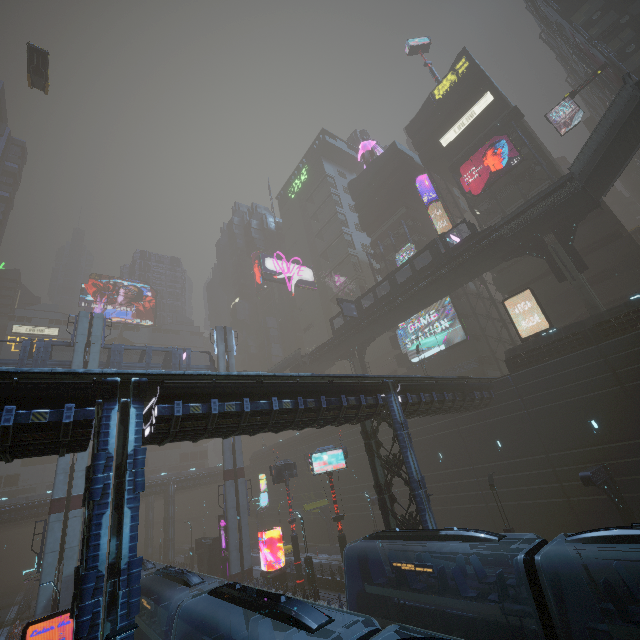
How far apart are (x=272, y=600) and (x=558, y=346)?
25.2m

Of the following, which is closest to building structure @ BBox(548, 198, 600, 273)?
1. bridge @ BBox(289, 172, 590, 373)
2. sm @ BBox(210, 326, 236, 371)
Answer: bridge @ BBox(289, 172, 590, 373)

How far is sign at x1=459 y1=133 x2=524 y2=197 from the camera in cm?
3644

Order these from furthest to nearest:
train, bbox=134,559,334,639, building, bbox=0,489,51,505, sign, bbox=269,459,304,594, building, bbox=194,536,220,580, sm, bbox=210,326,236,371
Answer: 1. building, bbox=0,489,51,505
2. sm, bbox=210,326,236,371
3. building, bbox=194,536,220,580
4. sign, bbox=269,459,304,594
5. train, bbox=134,559,334,639

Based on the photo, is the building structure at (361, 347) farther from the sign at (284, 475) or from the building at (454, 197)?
the sign at (284, 475)

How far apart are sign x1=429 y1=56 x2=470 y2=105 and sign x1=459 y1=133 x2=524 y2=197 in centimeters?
1354cm

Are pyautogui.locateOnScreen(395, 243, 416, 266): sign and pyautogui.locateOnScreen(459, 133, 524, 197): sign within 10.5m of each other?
yes

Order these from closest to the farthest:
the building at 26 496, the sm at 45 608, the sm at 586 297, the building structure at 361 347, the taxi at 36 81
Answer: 1. the sm at 45 608
2. the sm at 586 297
3. the taxi at 36 81
4. the building structure at 361 347
5. the building at 26 496
